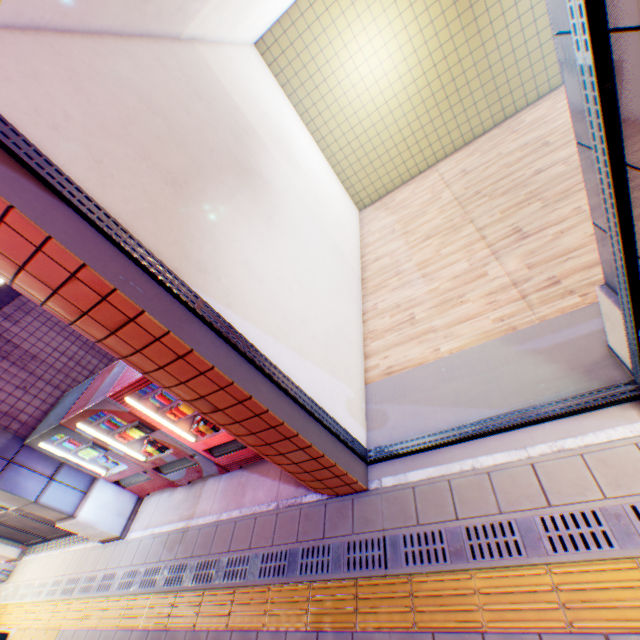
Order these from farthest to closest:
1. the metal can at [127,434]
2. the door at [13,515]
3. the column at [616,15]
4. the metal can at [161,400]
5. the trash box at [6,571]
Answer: the trash box at [6,571], the door at [13,515], the metal can at [127,434], the metal can at [161,400], the column at [616,15]

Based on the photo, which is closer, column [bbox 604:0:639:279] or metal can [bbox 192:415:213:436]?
column [bbox 604:0:639:279]

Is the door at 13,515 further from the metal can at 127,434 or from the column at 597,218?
the column at 597,218

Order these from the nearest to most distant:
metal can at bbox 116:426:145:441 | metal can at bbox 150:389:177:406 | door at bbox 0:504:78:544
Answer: metal can at bbox 150:389:177:406, metal can at bbox 116:426:145:441, door at bbox 0:504:78:544

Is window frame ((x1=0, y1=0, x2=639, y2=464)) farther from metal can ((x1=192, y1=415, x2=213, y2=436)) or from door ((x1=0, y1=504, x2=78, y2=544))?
door ((x1=0, y1=504, x2=78, y2=544))

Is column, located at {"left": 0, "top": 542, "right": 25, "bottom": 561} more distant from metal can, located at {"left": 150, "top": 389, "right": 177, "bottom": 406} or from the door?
metal can, located at {"left": 150, "top": 389, "right": 177, "bottom": 406}

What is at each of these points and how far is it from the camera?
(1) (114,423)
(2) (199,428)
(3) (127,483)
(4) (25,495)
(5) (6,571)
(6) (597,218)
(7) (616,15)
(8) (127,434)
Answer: (1) metal can, 4.4 meters
(2) metal can, 4.2 meters
(3) vending machine, 5.4 meters
(4) column, 4.5 meters
(5) trash box, 6.7 meters
(6) column, 2.0 meters
(7) column, 1.1 meters
(8) metal can, 4.5 meters

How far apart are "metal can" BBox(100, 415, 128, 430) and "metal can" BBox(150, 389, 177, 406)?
0.4 meters
